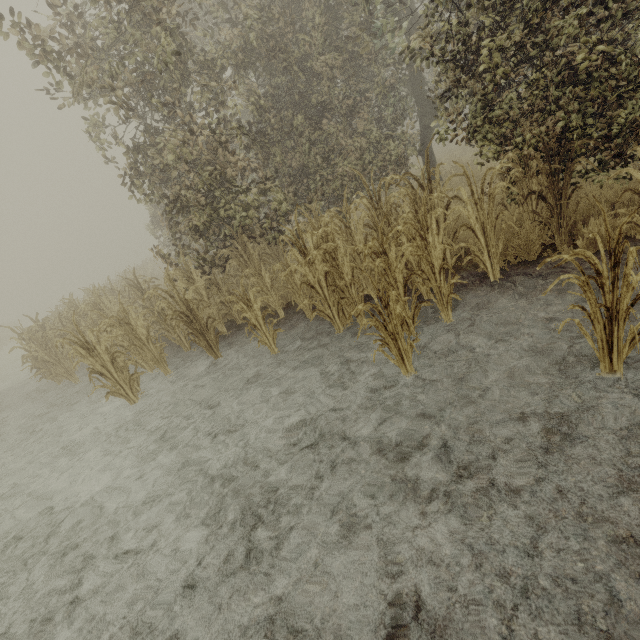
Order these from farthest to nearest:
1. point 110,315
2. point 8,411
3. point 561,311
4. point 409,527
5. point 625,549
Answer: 1. point 8,411
2. point 110,315
3. point 561,311
4. point 409,527
5. point 625,549
